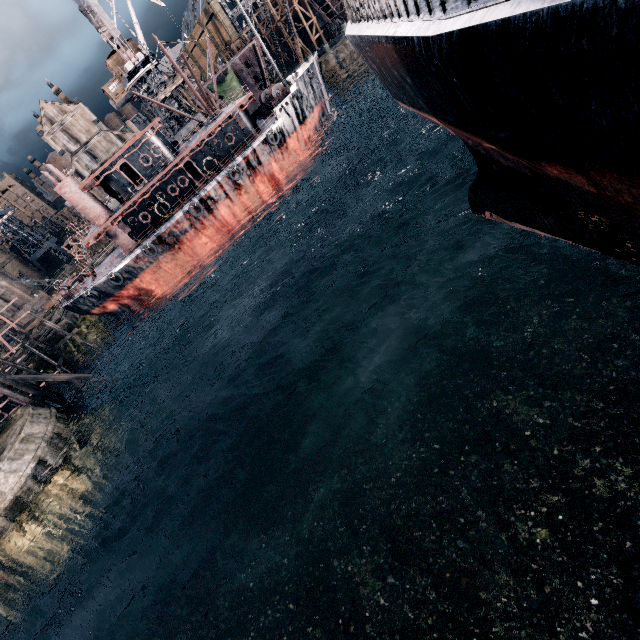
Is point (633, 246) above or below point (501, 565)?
above

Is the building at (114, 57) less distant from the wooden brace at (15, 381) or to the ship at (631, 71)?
the wooden brace at (15, 381)

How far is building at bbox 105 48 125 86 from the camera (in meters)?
45.69

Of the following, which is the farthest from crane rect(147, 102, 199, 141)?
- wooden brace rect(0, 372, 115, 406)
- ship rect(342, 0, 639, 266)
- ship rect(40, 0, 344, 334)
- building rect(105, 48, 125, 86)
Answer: ship rect(342, 0, 639, 266)

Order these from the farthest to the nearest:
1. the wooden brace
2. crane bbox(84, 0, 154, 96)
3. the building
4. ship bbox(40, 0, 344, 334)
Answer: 1. the building
2. crane bbox(84, 0, 154, 96)
3. ship bbox(40, 0, 344, 334)
4. the wooden brace

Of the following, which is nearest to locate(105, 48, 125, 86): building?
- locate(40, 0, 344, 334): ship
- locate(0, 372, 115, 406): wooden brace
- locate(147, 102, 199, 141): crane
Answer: locate(147, 102, 199, 141): crane

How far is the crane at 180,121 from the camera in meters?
48.4 m

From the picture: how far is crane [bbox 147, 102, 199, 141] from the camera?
48.44m
